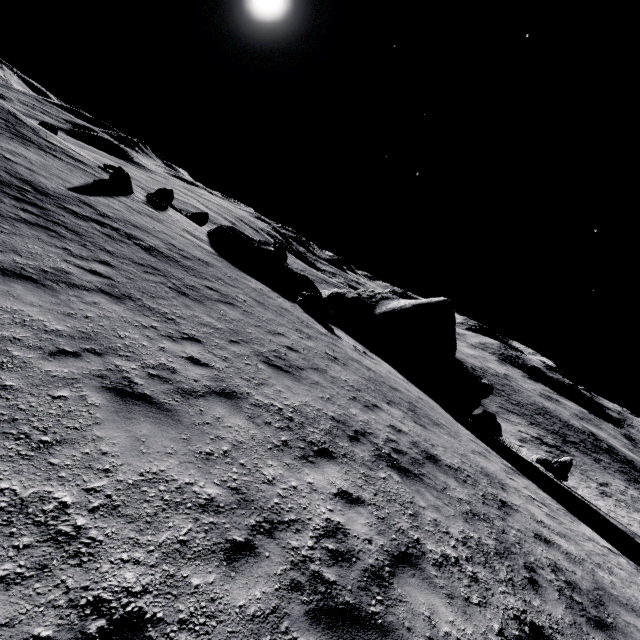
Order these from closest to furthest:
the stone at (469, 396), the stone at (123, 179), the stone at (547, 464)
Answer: the stone at (547, 464)
the stone at (123, 179)
the stone at (469, 396)

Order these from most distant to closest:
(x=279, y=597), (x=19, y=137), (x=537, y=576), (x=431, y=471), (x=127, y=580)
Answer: (x=19, y=137), (x=431, y=471), (x=537, y=576), (x=279, y=597), (x=127, y=580)

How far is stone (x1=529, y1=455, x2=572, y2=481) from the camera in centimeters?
1825cm

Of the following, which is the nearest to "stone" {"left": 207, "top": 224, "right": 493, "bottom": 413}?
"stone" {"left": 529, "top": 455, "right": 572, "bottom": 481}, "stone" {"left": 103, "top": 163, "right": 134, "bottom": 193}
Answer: "stone" {"left": 529, "top": 455, "right": 572, "bottom": 481}

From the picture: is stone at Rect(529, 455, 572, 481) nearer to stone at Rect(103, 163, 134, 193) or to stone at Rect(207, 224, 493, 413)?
stone at Rect(207, 224, 493, 413)

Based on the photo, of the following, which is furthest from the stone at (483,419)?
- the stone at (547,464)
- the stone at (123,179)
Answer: the stone at (123,179)

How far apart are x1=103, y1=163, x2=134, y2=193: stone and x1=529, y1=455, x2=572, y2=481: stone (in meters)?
30.33
